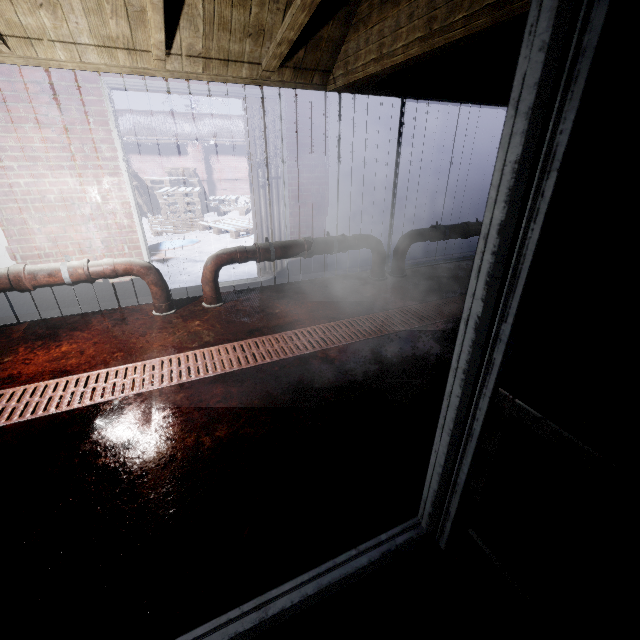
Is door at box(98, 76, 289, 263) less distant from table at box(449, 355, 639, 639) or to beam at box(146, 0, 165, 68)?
beam at box(146, 0, 165, 68)

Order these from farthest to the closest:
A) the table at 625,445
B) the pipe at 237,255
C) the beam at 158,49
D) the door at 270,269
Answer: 1. the door at 270,269
2. the pipe at 237,255
3. the beam at 158,49
4. the table at 625,445

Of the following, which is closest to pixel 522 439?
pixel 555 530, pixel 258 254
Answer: pixel 555 530

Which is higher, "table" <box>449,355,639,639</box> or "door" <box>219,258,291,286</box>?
"table" <box>449,355,639,639</box>

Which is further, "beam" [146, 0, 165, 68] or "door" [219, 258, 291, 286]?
"door" [219, 258, 291, 286]

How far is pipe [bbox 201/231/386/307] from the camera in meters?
3.2 m

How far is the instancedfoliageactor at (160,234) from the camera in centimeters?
718cm

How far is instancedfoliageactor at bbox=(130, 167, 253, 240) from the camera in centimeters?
718cm
